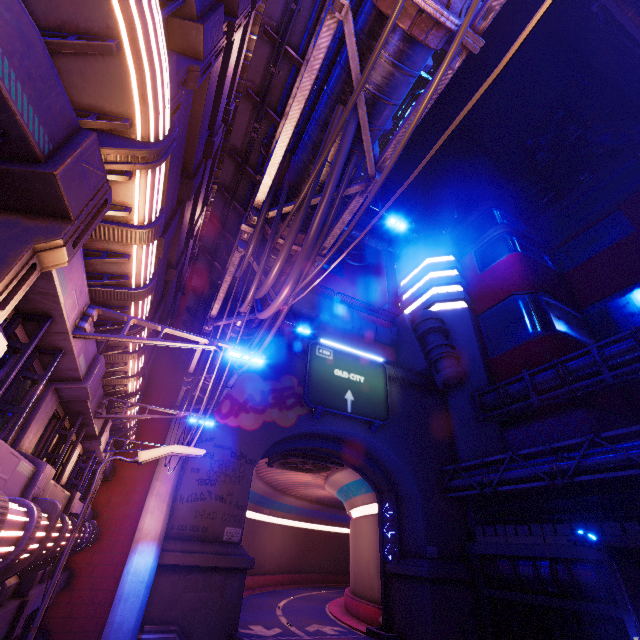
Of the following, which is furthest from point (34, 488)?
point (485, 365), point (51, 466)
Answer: point (485, 365)

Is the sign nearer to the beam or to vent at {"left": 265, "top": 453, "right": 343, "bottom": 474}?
vent at {"left": 265, "top": 453, "right": 343, "bottom": 474}

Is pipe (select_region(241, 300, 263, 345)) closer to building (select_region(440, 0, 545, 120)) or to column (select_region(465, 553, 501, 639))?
building (select_region(440, 0, 545, 120))

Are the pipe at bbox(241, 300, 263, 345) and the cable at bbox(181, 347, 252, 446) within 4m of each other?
yes

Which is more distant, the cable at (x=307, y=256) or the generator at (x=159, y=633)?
the generator at (x=159, y=633)

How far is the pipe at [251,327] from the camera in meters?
10.5 m

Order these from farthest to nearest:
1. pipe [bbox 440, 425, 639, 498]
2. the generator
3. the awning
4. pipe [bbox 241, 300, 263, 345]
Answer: pipe [bbox 440, 425, 639, 498], the awning, the generator, pipe [bbox 241, 300, 263, 345]

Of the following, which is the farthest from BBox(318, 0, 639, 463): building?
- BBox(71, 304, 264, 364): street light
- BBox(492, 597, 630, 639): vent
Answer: BBox(71, 304, 264, 364): street light
